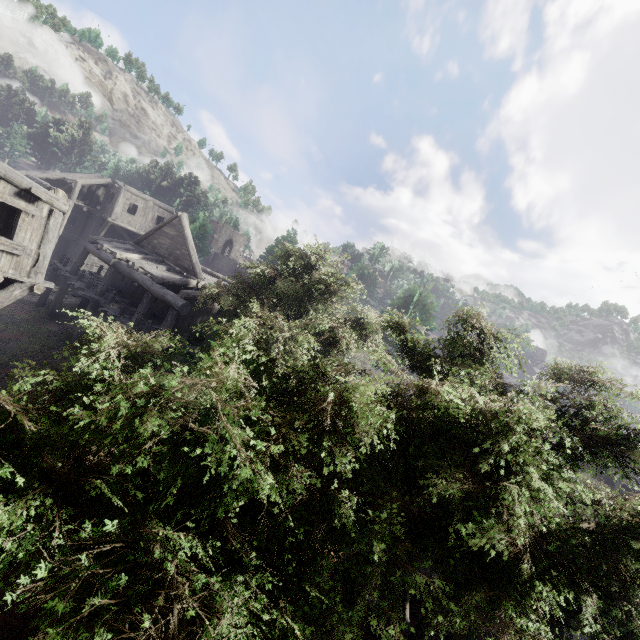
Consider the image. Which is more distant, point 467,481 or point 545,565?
point 545,565
